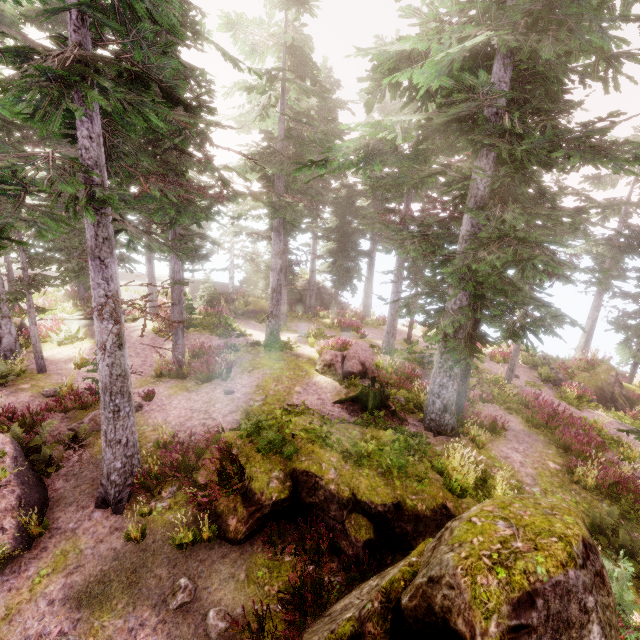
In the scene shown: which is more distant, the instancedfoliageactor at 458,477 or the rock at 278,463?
the instancedfoliageactor at 458,477

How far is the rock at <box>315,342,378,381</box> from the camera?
15.74m

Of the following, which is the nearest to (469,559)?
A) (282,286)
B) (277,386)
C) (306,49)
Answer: (277,386)

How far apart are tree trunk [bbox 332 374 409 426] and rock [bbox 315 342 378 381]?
1.6 meters

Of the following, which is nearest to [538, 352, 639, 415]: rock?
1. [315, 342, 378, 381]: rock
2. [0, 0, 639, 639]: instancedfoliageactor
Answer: [0, 0, 639, 639]: instancedfoliageactor

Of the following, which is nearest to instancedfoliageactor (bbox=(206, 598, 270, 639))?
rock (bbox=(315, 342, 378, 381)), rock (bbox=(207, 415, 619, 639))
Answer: rock (bbox=(207, 415, 619, 639))

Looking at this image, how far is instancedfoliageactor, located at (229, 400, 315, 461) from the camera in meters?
8.9

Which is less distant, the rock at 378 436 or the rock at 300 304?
the rock at 378 436
